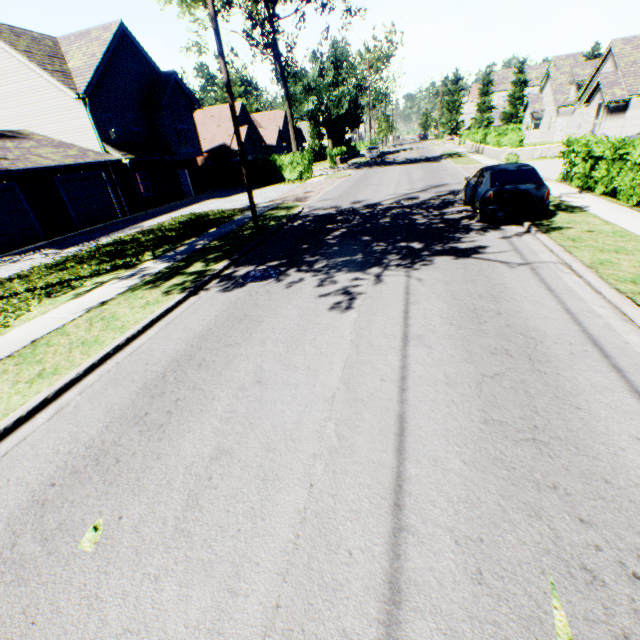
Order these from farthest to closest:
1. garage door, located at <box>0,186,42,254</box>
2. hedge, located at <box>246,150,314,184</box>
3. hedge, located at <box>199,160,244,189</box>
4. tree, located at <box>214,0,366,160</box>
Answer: hedge, located at <box>199,160,244,189</box>, hedge, located at <box>246,150,314,184</box>, tree, located at <box>214,0,366,160</box>, garage door, located at <box>0,186,42,254</box>

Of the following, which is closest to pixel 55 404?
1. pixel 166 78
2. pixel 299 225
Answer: pixel 299 225

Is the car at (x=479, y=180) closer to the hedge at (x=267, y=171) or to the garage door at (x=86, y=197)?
the hedge at (x=267, y=171)

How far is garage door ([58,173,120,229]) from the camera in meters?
18.5

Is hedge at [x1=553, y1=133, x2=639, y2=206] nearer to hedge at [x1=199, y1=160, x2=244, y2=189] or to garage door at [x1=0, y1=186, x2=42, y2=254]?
hedge at [x1=199, y1=160, x2=244, y2=189]

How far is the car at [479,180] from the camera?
9.6m

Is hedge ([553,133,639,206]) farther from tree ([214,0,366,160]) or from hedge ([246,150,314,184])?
hedge ([246,150,314,184])

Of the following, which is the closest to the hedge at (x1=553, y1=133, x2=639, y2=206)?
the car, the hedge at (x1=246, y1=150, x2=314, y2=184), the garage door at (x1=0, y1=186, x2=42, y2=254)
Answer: the car
